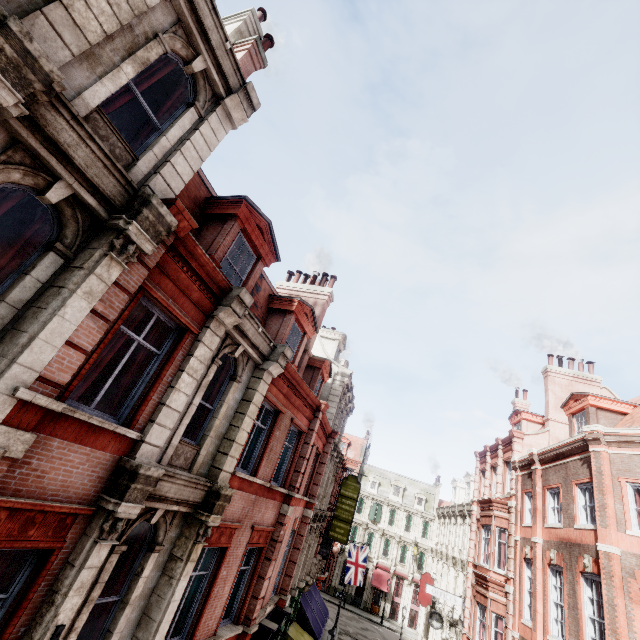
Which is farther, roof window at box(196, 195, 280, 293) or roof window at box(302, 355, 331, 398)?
roof window at box(302, 355, 331, 398)

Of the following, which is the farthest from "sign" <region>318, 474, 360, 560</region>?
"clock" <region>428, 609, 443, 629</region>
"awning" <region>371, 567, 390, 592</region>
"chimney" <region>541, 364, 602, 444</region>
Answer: "awning" <region>371, 567, 390, 592</region>

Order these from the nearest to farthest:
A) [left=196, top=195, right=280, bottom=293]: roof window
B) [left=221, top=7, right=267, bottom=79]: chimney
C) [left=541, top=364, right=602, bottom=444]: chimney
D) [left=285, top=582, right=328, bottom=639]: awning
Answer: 1. [left=196, top=195, right=280, bottom=293]: roof window
2. [left=221, top=7, right=267, bottom=79]: chimney
3. [left=285, top=582, right=328, bottom=639]: awning
4. [left=541, top=364, right=602, bottom=444]: chimney

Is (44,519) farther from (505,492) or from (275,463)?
(505,492)

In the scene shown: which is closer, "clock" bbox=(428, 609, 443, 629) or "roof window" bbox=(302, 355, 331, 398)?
"roof window" bbox=(302, 355, 331, 398)

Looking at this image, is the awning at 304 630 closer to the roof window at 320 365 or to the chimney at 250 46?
the roof window at 320 365

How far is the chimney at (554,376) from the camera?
19.9m

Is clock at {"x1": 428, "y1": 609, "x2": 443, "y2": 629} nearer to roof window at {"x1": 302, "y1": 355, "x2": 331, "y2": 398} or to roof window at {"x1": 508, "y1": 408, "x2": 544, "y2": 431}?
roof window at {"x1": 508, "y1": 408, "x2": 544, "y2": 431}
